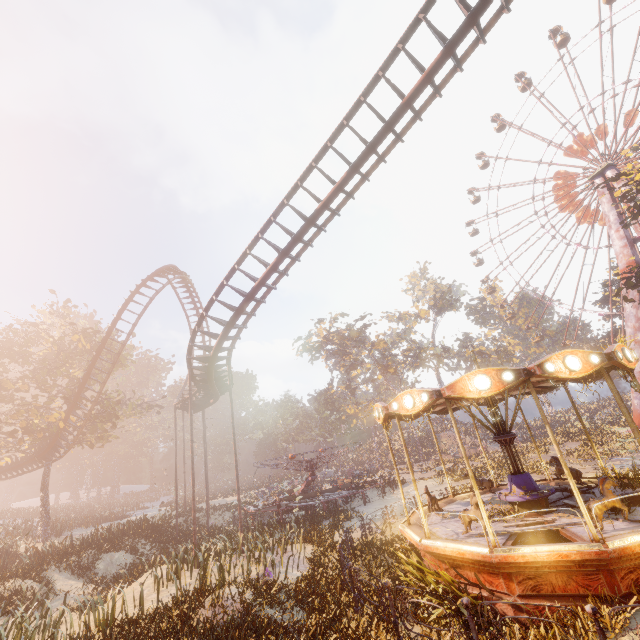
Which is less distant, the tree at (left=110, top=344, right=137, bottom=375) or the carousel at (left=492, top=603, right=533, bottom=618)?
the carousel at (left=492, top=603, right=533, bottom=618)

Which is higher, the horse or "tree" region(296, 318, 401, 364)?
"tree" region(296, 318, 401, 364)

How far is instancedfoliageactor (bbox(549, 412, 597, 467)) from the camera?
25.0 meters

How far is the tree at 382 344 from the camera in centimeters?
5238cm

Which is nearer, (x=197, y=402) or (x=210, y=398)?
(x=210, y=398)

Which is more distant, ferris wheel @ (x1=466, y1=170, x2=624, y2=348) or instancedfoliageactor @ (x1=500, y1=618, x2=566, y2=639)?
ferris wheel @ (x1=466, y1=170, x2=624, y2=348)

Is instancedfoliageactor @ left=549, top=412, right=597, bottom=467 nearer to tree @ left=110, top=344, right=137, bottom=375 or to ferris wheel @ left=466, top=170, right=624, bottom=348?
ferris wheel @ left=466, top=170, right=624, bottom=348

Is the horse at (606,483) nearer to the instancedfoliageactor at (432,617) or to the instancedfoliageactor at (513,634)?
the instancedfoliageactor at (513,634)
